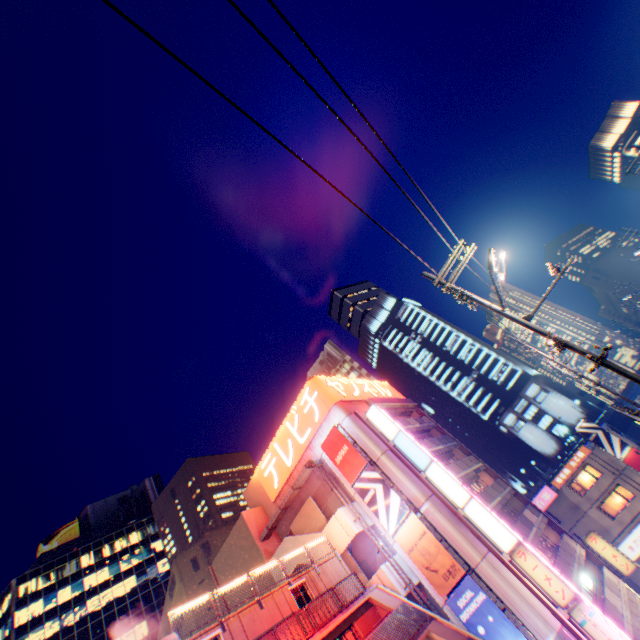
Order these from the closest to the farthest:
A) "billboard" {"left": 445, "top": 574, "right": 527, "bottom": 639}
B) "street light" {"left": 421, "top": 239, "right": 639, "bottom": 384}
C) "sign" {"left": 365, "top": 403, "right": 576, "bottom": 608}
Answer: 1. "street light" {"left": 421, "top": 239, "right": 639, "bottom": 384}
2. "billboard" {"left": 445, "top": 574, "right": 527, "bottom": 639}
3. "sign" {"left": 365, "top": 403, "right": 576, "bottom": 608}

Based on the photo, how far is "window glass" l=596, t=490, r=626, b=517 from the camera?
35.06m

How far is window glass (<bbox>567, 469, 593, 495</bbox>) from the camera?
37.0 meters

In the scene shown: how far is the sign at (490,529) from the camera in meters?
19.6 m

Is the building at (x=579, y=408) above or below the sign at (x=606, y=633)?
above

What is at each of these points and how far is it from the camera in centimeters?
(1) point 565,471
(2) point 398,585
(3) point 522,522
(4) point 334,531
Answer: (1) sign, 3788cm
(2) stairs, 2142cm
(3) balcony, 2700cm
(4) stairs, 2475cm

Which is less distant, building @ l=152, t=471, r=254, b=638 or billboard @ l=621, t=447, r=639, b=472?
billboard @ l=621, t=447, r=639, b=472

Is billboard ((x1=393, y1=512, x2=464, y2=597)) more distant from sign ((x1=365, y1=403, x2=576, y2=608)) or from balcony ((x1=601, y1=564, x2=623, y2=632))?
balcony ((x1=601, y1=564, x2=623, y2=632))
